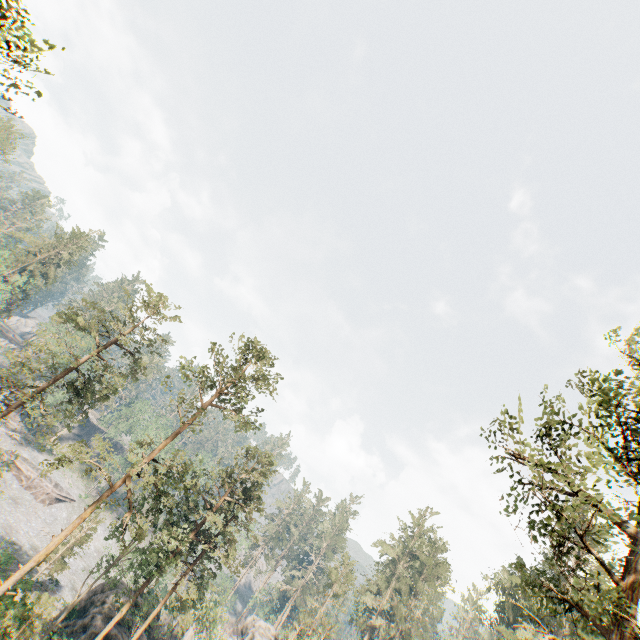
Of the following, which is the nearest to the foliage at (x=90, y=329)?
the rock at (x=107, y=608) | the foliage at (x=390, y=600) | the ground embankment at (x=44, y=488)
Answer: the rock at (x=107, y=608)

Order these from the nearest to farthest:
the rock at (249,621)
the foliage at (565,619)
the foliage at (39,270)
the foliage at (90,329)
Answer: the foliage at (565,619), the foliage at (90,329), the rock at (249,621), the foliage at (39,270)

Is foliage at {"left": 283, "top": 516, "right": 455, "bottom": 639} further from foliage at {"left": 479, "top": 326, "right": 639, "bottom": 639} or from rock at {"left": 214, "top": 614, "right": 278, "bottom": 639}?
foliage at {"left": 479, "top": 326, "right": 639, "bottom": 639}

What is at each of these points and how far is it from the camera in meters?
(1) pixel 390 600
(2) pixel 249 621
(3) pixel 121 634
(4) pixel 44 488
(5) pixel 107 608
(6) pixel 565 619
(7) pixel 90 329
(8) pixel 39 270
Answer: (1) foliage, 52.3
(2) rock, 52.0
(3) rock, 30.9
(4) ground embankment, 54.8
(5) rock, 31.7
(6) foliage, 39.1
(7) foliage, 30.3
(8) foliage, 58.7

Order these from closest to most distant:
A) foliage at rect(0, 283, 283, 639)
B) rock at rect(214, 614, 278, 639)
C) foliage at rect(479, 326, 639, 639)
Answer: foliage at rect(479, 326, 639, 639), foliage at rect(0, 283, 283, 639), rock at rect(214, 614, 278, 639)

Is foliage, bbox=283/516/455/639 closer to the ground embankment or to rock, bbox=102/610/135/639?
rock, bbox=102/610/135/639

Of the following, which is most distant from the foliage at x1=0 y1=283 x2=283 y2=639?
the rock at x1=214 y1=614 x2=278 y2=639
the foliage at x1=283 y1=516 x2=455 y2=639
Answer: the rock at x1=214 y1=614 x2=278 y2=639

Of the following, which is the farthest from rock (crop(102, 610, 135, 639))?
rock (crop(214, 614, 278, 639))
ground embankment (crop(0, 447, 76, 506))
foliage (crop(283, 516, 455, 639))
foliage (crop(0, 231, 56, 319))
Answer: foliage (crop(283, 516, 455, 639))
